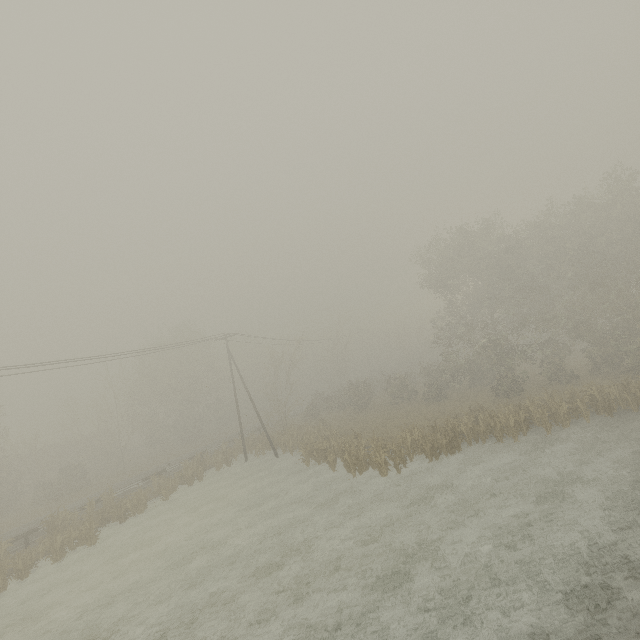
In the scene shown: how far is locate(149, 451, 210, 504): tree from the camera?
25.9m

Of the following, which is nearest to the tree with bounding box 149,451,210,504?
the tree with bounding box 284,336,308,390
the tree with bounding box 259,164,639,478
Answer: the tree with bounding box 284,336,308,390

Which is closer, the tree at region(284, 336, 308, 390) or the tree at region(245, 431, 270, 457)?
the tree at region(245, 431, 270, 457)

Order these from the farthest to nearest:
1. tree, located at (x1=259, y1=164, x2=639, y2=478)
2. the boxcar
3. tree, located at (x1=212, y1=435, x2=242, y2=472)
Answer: the boxcar < tree, located at (x1=212, y1=435, x2=242, y2=472) < tree, located at (x1=259, y1=164, x2=639, y2=478)

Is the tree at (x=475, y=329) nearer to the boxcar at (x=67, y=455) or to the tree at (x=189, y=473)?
the tree at (x=189, y=473)

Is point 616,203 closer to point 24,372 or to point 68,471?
point 24,372

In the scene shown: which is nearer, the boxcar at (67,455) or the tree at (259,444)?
the tree at (259,444)

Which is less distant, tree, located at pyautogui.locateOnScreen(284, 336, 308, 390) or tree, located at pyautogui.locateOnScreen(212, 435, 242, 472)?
tree, located at pyautogui.locateOnScreen(212, 435, 242, 472)
